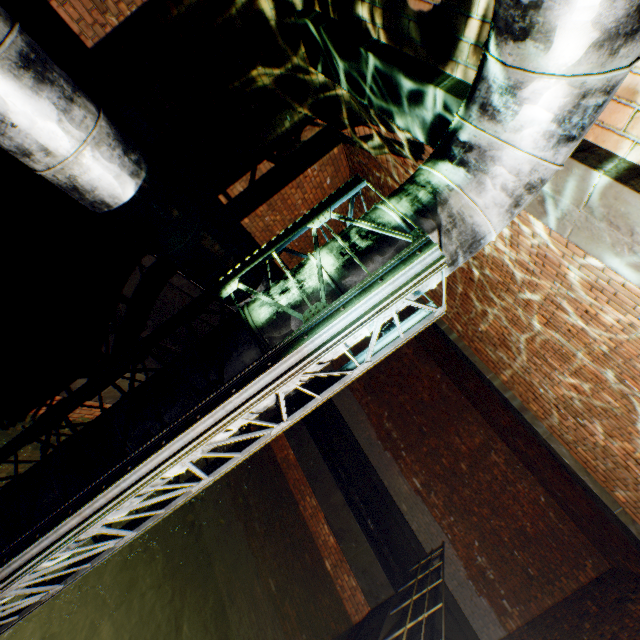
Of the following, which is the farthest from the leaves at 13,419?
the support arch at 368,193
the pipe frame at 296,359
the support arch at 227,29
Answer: the support arch at 368,193

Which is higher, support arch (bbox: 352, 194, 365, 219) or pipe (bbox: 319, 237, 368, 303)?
support arch (bbox: 352, 194, 365, 219)

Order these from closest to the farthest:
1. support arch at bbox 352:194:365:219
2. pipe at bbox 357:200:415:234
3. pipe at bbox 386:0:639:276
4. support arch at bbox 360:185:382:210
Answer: pipe at bbox 386:0:639:276, pipe at bbox 357:200:415:234, support arch at bbox 360:185:382:210, support arch at bbox 352:194:365:219

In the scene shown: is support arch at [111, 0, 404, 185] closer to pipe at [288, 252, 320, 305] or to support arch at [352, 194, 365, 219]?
support arch at [352, 194, 365, 219]

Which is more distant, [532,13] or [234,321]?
[234,321]

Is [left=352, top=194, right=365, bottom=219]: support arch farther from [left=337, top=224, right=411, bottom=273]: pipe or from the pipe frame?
the pipe frame

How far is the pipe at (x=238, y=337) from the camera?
1.79m

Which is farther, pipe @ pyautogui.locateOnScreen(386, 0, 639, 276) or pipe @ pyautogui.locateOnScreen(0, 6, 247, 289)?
pipe @ pyautogui.locateOnScreen(0, 6, 247, 289)
